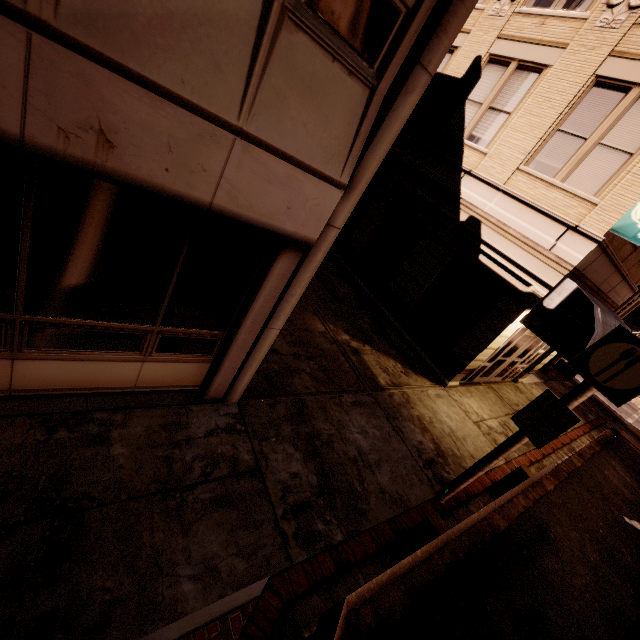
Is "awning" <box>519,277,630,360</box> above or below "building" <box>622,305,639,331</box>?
below

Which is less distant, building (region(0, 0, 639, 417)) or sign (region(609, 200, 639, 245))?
building (region(0, 0, 639, 417))

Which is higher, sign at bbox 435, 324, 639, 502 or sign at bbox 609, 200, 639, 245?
sign at bbox 609, 200, 639, 245

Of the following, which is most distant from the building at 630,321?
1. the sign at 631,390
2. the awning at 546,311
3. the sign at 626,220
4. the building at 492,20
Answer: the sign at 631,390

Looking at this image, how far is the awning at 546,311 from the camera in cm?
755

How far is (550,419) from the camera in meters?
4.9

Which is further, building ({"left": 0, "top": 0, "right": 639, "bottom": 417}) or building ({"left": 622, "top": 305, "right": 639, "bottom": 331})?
building ({"left": 622, "top": 305, "right": 639, "bottom": 331})

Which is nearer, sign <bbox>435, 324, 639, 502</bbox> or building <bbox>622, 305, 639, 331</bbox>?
sign <bbox>435, 324, 639, 502</bbox>
